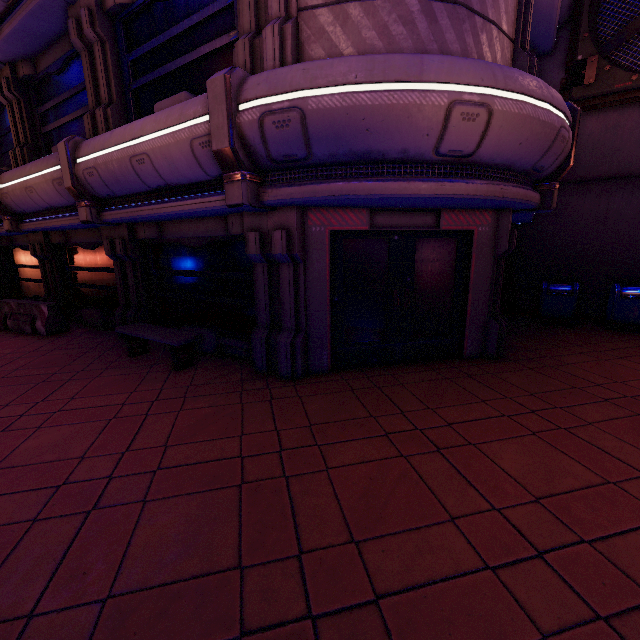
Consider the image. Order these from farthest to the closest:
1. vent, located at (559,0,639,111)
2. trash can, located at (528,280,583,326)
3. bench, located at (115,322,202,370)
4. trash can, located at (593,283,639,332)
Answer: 1. trash can, located at (528,280,583,326)
2. trash can, located at (593,283,639,332)
3. vent, located at (559,0,639,111)
4. bench, located at (115,322,202,370)

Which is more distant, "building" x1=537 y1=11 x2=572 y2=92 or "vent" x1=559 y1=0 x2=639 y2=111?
"building" x1=537 y1=11 x2=572 y2=92

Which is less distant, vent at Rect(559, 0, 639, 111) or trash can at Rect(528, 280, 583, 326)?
→ vent at Rect(559, 0, 639, 111)

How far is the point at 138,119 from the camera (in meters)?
5.89

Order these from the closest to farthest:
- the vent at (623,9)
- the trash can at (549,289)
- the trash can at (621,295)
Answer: the vent at (623,9)
the trash can at (621,295)
the trash can at (549,289)

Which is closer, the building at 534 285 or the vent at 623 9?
the vent at 623 9

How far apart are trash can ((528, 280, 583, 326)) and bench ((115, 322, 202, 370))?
9.3m

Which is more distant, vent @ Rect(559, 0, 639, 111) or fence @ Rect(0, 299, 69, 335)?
fence @ Rect(0, 299, 69, 335)
